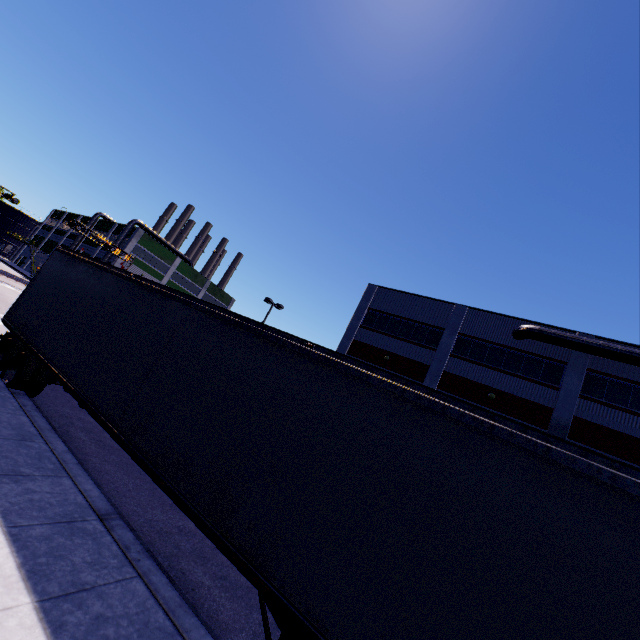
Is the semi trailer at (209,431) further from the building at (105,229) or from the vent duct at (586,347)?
the vent duct at (586,347)

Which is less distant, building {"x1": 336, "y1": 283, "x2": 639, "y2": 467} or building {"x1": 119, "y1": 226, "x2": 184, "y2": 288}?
building {"x1": 336, "y1": 283, "x2": 639, "y2": 467}

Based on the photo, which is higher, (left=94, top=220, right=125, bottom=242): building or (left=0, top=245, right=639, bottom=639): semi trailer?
(left=94, top=220, right=125, bottom=242): building

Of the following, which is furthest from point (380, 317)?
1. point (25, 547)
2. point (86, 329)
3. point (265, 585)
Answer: point (25, 547)

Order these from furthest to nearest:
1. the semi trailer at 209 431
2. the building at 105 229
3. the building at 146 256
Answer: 1. the building at 105 229
2. the building at 146 256
3. the semi trailer at 209 431

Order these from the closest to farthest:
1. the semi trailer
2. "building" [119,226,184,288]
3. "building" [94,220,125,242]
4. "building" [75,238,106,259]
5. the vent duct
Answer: the semi trailer, the vent duct, "building" [119,226,184,288], "building" [75,238,106,259], "building" [94,220,125,242]

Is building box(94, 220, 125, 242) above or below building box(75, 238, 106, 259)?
above

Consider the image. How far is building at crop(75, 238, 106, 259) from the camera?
54.5 meters
